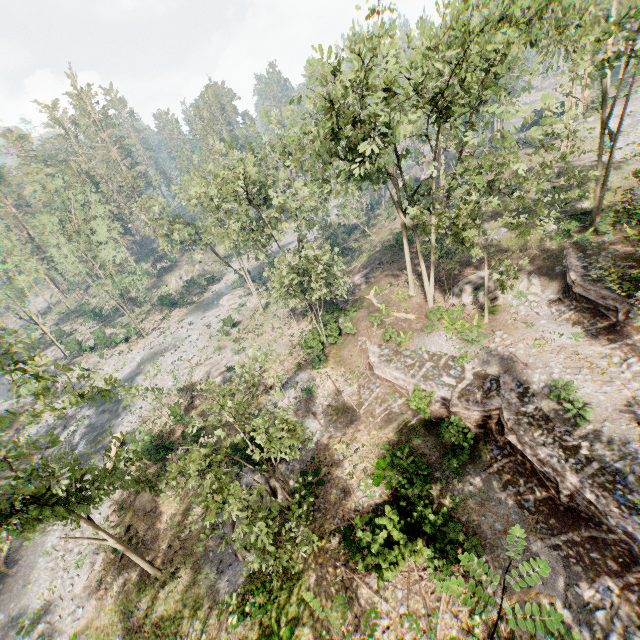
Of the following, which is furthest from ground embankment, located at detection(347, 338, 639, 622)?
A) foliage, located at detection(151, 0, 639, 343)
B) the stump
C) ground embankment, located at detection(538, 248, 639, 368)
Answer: the stump

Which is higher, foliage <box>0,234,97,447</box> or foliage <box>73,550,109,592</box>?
foliage <box>0,234,97,447</box>

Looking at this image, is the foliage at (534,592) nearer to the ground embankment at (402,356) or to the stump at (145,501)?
the ground embankment at (402,356)

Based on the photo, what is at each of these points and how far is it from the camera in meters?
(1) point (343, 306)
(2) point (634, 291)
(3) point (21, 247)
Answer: (1) ground embankment, 30.9
(2) foliage, 16.0
(3) foliage, 41.5

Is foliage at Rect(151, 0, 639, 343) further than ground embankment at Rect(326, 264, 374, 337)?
No

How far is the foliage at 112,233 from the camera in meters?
36.9 m

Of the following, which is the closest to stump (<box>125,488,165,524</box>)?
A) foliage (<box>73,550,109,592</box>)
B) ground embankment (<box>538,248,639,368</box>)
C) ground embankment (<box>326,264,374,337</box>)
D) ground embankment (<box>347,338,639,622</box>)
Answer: foliage (<box>73,550,109,592</box>)

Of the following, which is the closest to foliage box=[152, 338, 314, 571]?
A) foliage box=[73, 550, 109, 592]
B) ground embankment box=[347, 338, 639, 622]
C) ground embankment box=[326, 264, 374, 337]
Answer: Result: ground embankment box=[347, 338, 639, 622]
